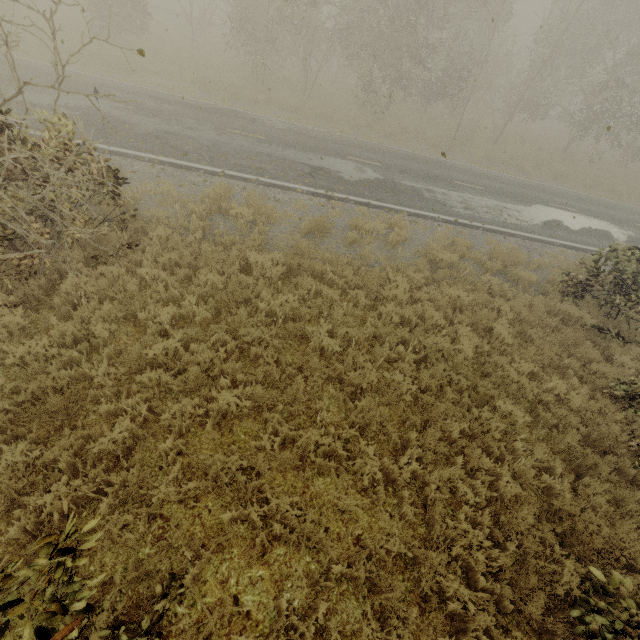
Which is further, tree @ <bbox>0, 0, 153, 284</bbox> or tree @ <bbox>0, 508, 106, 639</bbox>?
tree @ <bbox>0, 0, 153, 284</bbox>

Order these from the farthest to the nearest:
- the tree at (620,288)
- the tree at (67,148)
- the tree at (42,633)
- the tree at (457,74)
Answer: the tree at (457,74) < the tree at (620,288) < the tree at (67,148) < the tree at (42,633)

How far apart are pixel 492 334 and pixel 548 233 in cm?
792

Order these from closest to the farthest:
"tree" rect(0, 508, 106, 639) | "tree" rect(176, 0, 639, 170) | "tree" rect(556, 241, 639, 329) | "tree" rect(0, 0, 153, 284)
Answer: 1. "tree" rect(0, 508, 106, 639)
2. "tree" rect(0, 0, 153, 284)
3. "tree" rect(556, 241, 639, 329)
4. "tree" rect(176, 0, 639, 170)

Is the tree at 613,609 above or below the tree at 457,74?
below
